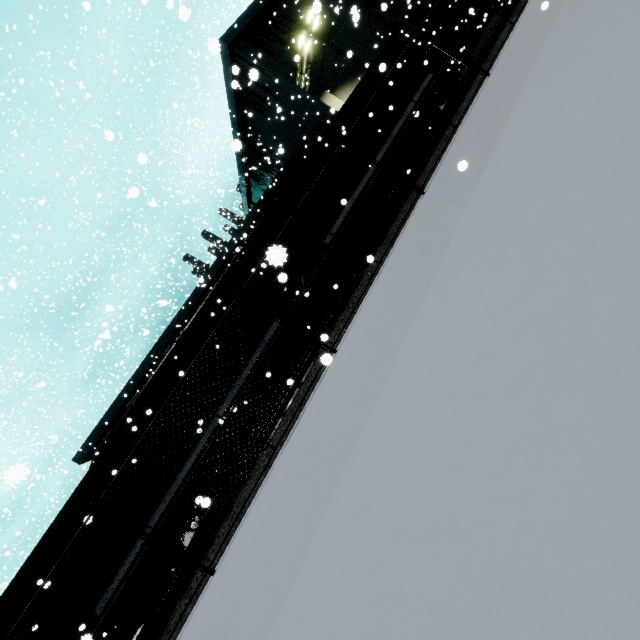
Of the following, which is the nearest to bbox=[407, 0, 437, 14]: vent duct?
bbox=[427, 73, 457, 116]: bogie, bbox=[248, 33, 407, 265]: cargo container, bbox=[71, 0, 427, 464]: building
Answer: bbox=[71, 0, 427, 464]: building

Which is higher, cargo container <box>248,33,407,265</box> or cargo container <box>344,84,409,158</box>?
cargo container <box>248,33,407,265</box>

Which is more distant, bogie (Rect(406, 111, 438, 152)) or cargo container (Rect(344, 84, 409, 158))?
bogie (Rect(406, 111, 438, 152))

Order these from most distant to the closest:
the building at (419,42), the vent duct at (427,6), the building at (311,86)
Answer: the building at (419,42)
the vent duct at (427,6)
the building at (311,86)

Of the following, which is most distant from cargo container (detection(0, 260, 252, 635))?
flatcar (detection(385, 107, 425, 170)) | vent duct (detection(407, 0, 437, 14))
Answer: vent duct (detection(407, 0, 437, 14))

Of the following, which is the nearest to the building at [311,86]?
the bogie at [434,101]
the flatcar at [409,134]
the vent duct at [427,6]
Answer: the vent duct at [427,6]

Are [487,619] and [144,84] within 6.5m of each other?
no

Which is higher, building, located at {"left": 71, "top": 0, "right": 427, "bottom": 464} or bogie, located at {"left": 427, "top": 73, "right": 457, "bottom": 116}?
building, located at {"left": 71, "top": 0, "right": 427, "bottom": 464}
